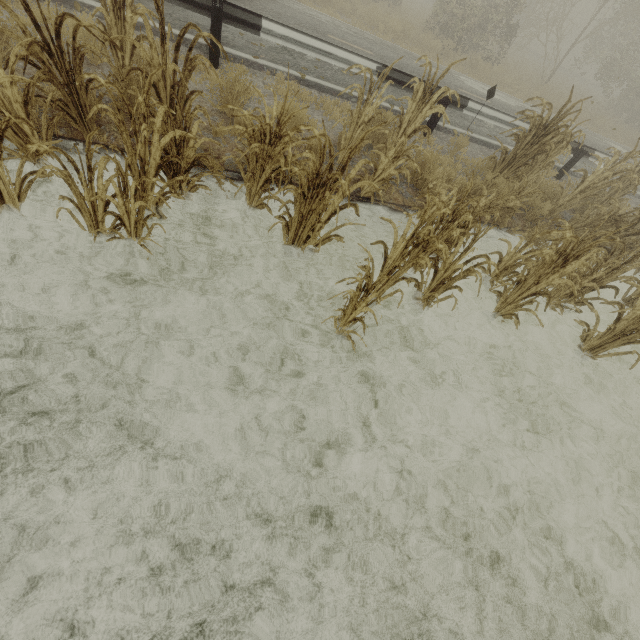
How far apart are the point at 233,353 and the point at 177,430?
0.93m

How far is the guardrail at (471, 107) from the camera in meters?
7.6

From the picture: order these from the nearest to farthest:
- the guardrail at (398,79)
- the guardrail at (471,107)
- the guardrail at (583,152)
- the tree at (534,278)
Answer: the tree at (534,278)
the guardrail at (398,79)
the guardrail at (471,107)
the guardrail at (583,152)

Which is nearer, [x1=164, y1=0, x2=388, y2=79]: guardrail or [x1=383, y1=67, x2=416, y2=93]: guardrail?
[x1=164, y1=0, x2=388, y2=79]: guardrail

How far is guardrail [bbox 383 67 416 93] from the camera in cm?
693

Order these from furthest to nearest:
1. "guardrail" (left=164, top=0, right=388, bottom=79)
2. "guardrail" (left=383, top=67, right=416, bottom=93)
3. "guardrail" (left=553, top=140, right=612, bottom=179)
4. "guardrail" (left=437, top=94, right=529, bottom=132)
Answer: "guardrail" (left=553, top=140, right=612, bottom=179) → "guardrail" (left=437, top=94, right=529, bottom=132) → "guardrail" (left=383, top=67, right=416, bottom=93) → "guardrail" (left=164, top=0, right=388, bottom=79)
